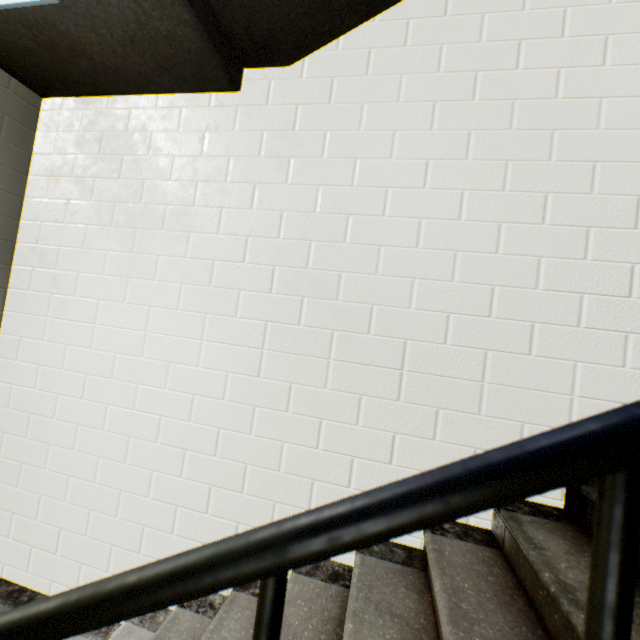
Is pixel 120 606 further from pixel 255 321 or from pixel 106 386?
pixel 106 386

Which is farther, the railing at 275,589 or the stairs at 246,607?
the stairs at 246,607

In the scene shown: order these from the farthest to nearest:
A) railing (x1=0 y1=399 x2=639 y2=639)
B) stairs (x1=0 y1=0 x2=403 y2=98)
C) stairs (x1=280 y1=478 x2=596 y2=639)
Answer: stairs (x1=0 y1=0 x2=403 y2=98) < stairs (x1=280 y1=478 x2=596 y2=639) < railing (x1=0 y1=399 x2=639 y2=639)

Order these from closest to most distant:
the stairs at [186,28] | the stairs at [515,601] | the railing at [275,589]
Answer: the railing at [275,589] → the stairs at [515,601] → the stairs at [186,28]

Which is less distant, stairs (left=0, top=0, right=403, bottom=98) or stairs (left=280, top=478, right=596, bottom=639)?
stairs (left=280, top=478, right=596, bottom=639)

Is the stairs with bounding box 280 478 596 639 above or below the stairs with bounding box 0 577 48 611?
above

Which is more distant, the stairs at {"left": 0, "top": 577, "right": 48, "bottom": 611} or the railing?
the stairs at {"left": 0, "top": 577, "right": 48, "bottom": 611}
